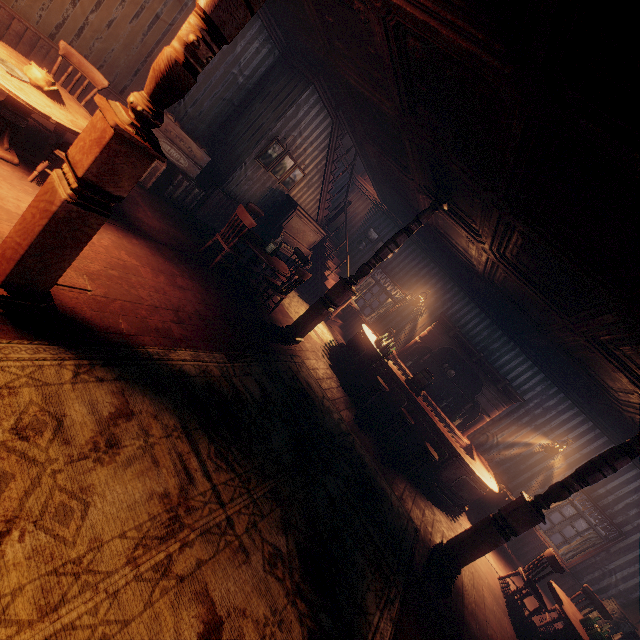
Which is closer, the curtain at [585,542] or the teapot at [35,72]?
the teapot at [35,72]

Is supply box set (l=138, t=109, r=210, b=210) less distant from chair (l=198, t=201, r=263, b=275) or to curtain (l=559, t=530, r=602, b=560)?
chair (l=198, t=201, r=263, b=275)

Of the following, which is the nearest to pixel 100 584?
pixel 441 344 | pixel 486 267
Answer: pixel 486 267

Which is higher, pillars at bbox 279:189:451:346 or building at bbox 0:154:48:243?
pillars at bbox 279:189:451:346

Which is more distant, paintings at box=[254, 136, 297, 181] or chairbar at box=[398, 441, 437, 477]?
paintings at box=[254, 136, 297, 181]

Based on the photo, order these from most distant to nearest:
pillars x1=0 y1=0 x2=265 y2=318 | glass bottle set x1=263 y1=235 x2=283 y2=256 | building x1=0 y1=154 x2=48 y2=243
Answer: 1. glass bottle set x1=263 y1=235 x2=283 y2=256
2. building x1=0 y1=154 x2=48 y2=243
3. pillars x1=0 y1=0 x2=265 y2=318

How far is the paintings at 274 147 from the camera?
7.1 meters

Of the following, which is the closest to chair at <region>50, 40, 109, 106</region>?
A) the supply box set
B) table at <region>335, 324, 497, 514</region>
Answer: the supply box set
